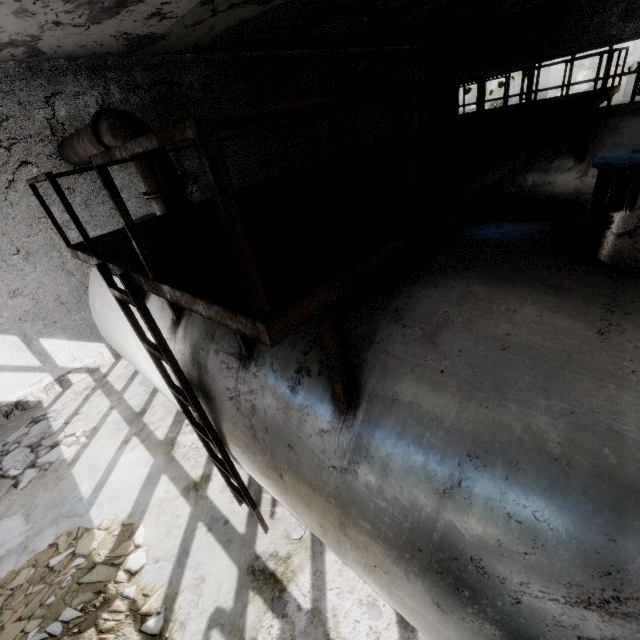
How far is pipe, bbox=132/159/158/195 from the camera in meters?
Answer: 5.0 m

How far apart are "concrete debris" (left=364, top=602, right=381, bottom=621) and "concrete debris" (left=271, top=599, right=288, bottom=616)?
0.9m

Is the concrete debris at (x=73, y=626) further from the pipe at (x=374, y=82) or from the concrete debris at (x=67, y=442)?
the pipe at (x=374, y=82)

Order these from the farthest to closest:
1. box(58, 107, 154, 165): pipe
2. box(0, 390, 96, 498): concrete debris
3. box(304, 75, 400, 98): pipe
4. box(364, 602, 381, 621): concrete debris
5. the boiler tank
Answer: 1. box(304, 75, 400, 98): pipe
2. box(0, 390, 96, 498): concrete debris
3. box(58, 107, 154, 165): pipe
4. box(364, 602, 381, 621): concrete debris
5. the boiler tank

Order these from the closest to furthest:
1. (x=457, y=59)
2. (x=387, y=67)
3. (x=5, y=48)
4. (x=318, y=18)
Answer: (x=5, y=48), (x=318, y=18), (x=387, y=67), (x=457, y=59)

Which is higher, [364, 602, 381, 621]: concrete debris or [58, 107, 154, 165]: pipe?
[58, 107, 154, 165]: pipe

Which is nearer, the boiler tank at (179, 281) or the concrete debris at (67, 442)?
the boiler tank at (179, 281)

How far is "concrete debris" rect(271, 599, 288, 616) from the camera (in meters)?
3.69
